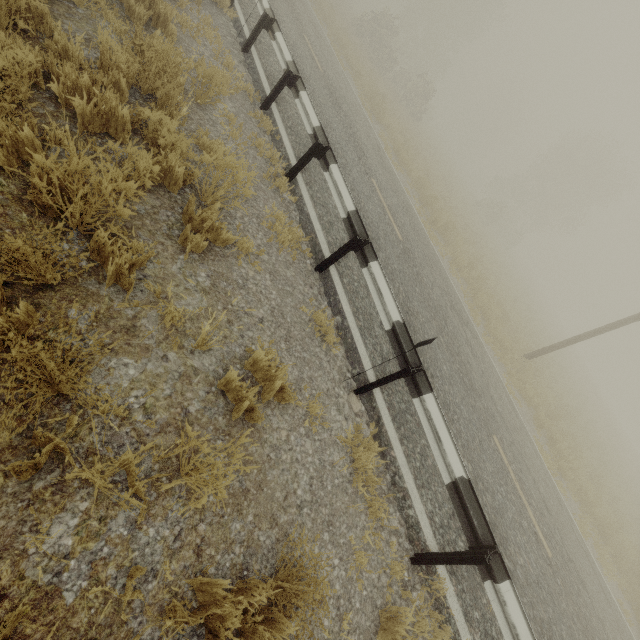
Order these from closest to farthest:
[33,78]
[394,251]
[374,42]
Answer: [33,78] → [394,251] → [374,42]

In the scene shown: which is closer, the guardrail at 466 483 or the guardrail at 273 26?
the guardrail at 466 483

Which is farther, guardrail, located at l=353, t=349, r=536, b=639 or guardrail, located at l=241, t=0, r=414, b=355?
guardrail, located at l=241, t=0, r=414, b=355
